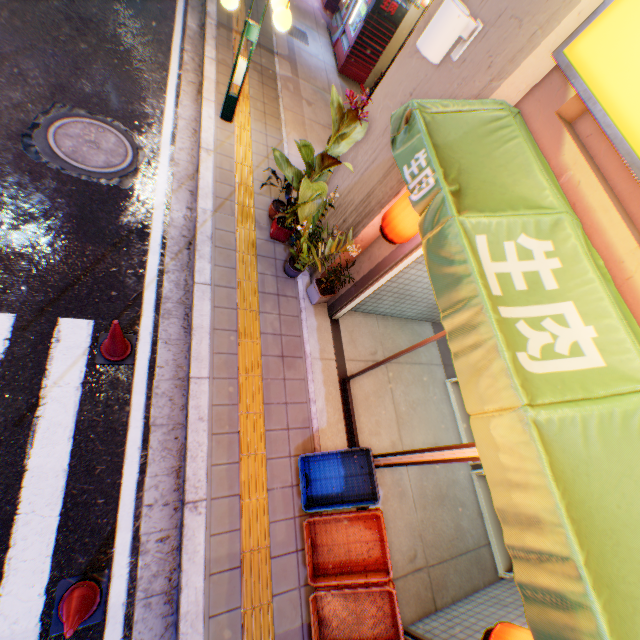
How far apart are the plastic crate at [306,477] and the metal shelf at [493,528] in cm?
256

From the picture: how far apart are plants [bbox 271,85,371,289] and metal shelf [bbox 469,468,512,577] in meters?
4.7 m

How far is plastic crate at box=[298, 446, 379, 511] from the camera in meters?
3.9

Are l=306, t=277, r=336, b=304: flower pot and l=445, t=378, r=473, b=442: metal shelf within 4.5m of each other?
yes

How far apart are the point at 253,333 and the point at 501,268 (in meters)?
3.38

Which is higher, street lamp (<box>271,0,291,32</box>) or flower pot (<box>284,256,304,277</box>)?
street lamp (<box>271,0,291,32</box>)

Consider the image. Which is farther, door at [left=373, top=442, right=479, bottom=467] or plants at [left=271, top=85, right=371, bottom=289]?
plants at [left=271, top=85, right=371, bottom=289]

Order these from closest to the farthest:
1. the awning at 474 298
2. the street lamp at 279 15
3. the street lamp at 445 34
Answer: the awning at 474 298
the street lamp at 445 34
the street lamp at 279 15
